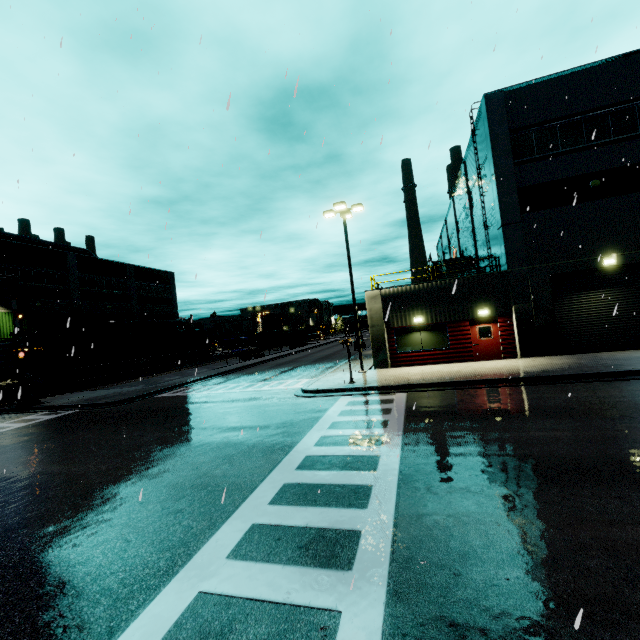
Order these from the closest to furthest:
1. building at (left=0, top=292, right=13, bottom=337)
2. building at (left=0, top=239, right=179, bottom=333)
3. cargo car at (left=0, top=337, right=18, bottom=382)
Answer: cargo car at (left=0, top=337, right=18, bottom=382) < building at (left=0, top=292, right=13, bottom=337) < building at (left=0, top=239, right=179, bottom=333)

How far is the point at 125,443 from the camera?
11.1 meters

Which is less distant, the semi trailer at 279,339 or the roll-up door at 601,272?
the roll-up door at 601,272

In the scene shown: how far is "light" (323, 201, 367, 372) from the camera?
18.96m

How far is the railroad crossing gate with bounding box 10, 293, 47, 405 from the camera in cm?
2114

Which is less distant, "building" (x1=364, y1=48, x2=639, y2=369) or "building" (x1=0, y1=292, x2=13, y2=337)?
"building" (x1=364, y1=48, x2=639, y2=369)

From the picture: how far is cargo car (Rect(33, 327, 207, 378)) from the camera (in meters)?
29.08

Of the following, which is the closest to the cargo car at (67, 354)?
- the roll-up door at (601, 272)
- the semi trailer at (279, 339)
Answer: the semi trailer at (279, 339)
